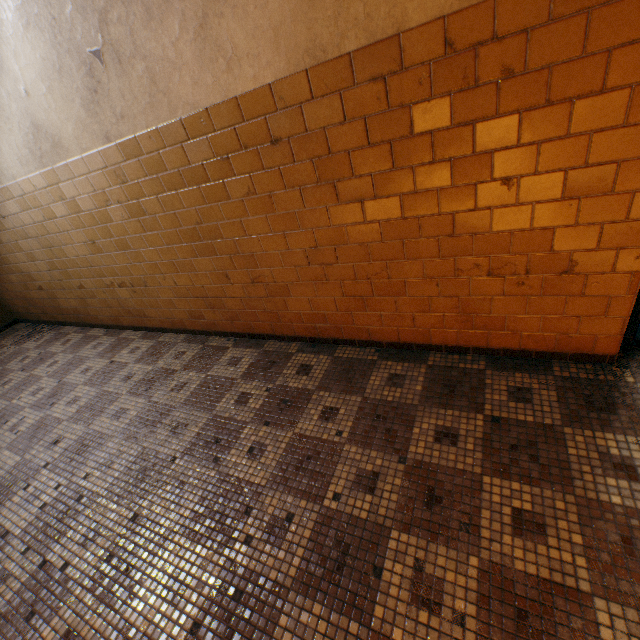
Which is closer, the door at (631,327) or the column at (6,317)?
the door at (631,327)

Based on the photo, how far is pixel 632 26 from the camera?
1.2 meters

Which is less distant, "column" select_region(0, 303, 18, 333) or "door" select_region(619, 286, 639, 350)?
"door" select_region(619, 286, 639, 350)
